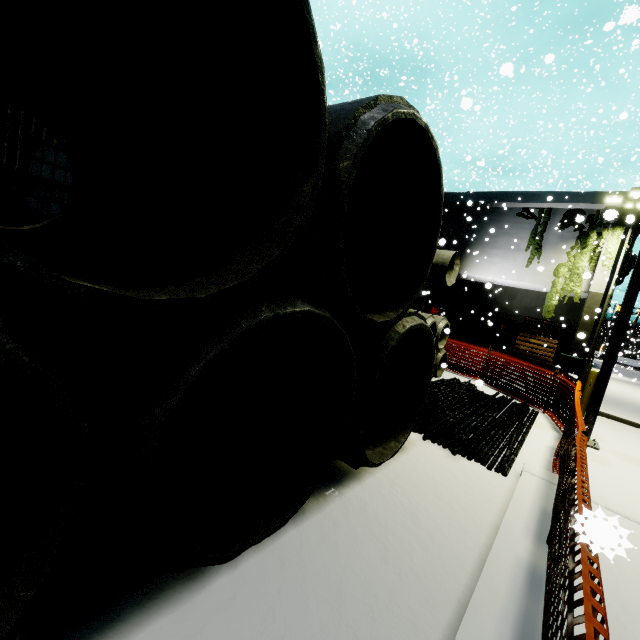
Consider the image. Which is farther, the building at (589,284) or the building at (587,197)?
the building at (587,197)

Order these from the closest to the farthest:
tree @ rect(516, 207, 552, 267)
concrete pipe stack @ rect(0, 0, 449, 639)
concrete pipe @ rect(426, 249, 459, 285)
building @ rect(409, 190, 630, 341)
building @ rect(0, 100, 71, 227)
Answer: concrete pipe stack @ rect(0, 0, 449, 639) → building @ rect(0, 100, 71, 227) → concrete pipe @ rect(426, 249, 459, 285) → building @ rect(409, 190, 630, 341) → tree @ rect(516, 207, 552, 267)

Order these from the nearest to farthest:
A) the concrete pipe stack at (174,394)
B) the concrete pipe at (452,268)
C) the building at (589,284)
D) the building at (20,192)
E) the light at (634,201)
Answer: the concrete pipe stack at (174,394), the building at (20,192), the concrete pipe at (452,268), the light at (634,201), the building at (589,284)

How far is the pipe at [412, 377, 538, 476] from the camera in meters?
4.8 m

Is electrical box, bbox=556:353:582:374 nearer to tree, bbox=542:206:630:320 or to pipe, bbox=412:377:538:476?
tree, bbox=542:206:630:320

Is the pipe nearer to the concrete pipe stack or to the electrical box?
the concrete pipe stack

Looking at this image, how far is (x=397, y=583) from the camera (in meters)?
2.36

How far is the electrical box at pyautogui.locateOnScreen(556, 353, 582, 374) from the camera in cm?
1808
